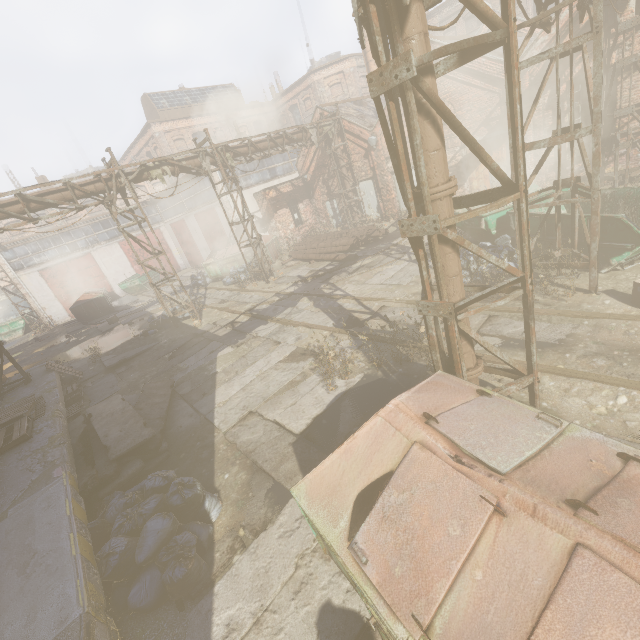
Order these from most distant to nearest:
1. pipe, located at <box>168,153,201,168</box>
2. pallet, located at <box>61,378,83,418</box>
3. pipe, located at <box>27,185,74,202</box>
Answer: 1. pipe, located at <box>168,153,201,168</box>
2. pipe, located at <box>27,185,74,202</box>
3. pallet, located at <box>61,378,83,418</box>

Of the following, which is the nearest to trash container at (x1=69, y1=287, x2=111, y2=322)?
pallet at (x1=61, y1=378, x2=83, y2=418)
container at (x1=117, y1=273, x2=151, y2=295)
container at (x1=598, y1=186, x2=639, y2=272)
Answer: container at (x1=117, y1=273, x2=151, y2=295)

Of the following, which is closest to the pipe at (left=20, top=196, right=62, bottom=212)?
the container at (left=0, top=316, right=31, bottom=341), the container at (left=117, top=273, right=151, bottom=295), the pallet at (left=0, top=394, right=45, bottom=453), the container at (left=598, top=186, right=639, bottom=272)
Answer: the container at (left=598, top=186, right=639, bottom=272)

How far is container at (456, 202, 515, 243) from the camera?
9.5m

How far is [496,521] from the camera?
2.06m

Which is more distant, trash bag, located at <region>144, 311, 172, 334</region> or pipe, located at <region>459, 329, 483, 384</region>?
trash bag, located at <region>144, 311, 172, 334</region>

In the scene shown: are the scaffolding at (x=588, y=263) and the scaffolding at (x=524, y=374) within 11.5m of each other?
yes

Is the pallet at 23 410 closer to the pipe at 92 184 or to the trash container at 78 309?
the pipe at 92 184
